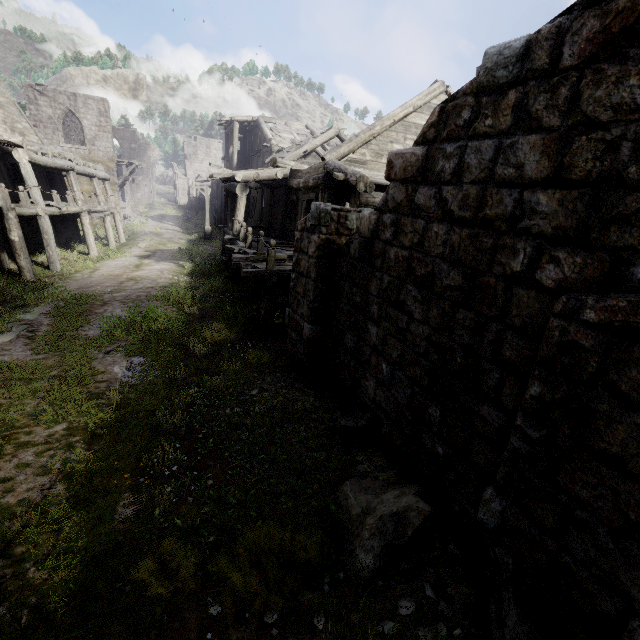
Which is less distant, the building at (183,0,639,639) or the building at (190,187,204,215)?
the building at (183,0,639,639)

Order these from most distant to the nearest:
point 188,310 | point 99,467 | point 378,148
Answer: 1. point 378,148
2. point 188,310
3. point 99,467

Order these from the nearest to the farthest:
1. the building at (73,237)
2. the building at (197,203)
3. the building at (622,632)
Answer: the building at (622,632) → the building at (73,237) → the building at (197,203)

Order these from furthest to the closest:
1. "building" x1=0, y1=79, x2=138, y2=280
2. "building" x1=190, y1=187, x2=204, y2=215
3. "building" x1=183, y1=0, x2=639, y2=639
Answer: "building" x1=190, y1=187, x2=204, y2=215
"building" x1=0, y1=79, x2=138, y2=280
"building" x1=183, y1=0, x2=639, y2=639

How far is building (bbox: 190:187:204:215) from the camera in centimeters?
4620cm

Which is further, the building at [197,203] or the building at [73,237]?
the building at [197,203]
